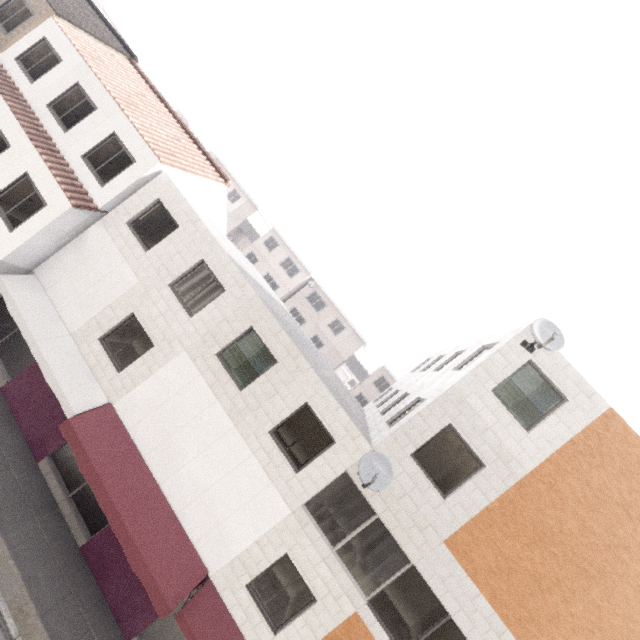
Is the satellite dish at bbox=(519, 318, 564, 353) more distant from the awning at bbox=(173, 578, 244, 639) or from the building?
the building

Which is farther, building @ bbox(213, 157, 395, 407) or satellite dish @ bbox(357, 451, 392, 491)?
building @ bbox(213, 157, 395, 407)

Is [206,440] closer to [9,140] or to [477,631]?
[477,631]

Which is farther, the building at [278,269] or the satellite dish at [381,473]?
the building at [278,269]

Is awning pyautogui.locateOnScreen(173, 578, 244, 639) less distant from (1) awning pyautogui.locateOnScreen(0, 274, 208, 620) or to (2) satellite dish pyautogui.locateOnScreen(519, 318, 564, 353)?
(1) awning pyautogui.locateOnScreen(0, 274, 208, 620)

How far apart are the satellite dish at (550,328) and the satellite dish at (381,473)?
5.17m

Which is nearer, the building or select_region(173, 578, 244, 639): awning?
select_region(173, 578, 244, 639): awning

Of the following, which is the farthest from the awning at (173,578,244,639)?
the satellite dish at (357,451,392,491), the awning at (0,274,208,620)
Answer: the satellite dish at (357,451,392,491)
